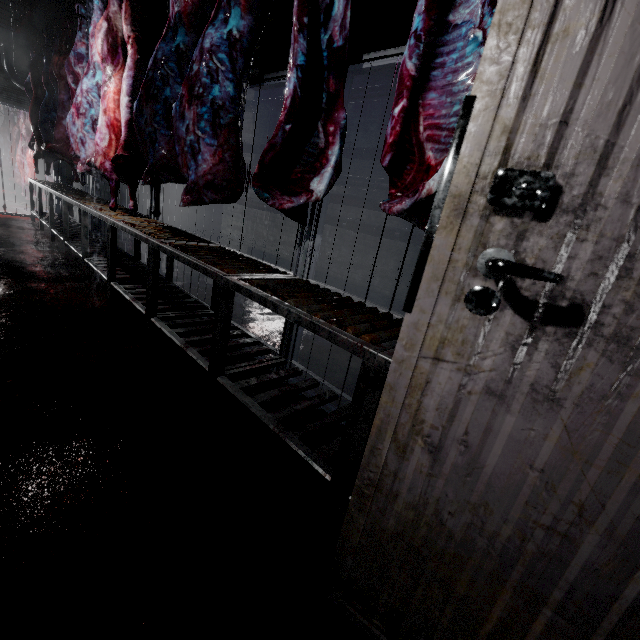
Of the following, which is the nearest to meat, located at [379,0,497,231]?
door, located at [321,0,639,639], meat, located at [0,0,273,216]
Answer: door, located at [321,0,639,639]

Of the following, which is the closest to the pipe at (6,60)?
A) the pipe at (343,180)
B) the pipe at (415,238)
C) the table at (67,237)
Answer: the pipe at (343,180)

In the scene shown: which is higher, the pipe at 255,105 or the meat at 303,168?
the pipe at 255,105

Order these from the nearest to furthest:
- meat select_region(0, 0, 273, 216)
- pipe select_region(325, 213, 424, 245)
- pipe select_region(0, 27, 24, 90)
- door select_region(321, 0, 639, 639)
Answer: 1. door select_region(321, 0, 639, 639)
2. meat select_region(0, 0, 273, 216)
3. pipe select_region(325, 213, 424, 245)
4. pipe select_region(0, 27, 24, 90)

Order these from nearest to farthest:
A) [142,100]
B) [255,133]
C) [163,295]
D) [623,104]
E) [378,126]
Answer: [623,104] → [142,100] → [163,295] → [378,126] → [255,133]

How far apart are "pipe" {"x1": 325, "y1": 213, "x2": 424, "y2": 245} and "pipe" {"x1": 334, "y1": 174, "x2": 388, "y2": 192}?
0.11m

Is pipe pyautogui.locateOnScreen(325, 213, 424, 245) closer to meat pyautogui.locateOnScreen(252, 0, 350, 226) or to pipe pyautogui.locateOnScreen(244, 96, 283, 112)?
pipe pyautogui.locateOnScreen(244, 96, 283, 112)

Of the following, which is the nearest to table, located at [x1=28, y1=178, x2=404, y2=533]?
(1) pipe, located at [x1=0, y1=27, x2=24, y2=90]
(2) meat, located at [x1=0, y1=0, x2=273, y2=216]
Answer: (2) meat, located at [x1=0, y1=0, x2=273, y2=216]
